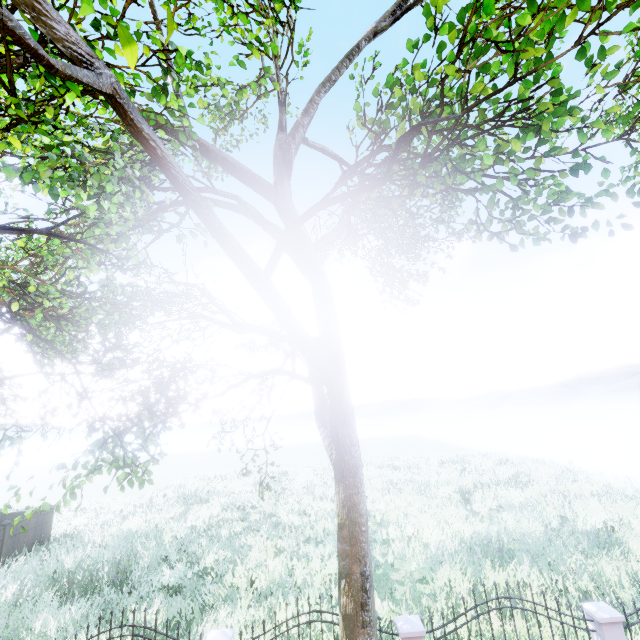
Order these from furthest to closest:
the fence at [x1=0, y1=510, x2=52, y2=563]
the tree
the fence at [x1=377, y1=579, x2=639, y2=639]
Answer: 1. the fence at [x1=0, y1=510, x2=52, y2=563]
2. the fence at [x1=377, y1=579, x2=639, y2=639]
3. the tree

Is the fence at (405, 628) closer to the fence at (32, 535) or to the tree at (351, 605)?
the fence at (32, 535)

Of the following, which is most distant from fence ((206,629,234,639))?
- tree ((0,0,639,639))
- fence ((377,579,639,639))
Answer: tree ((0,0,639,639))

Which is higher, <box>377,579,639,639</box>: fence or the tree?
the tree

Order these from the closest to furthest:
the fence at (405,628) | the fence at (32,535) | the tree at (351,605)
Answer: the tree at (351,605) → the fence at (405,628) → the fence at (32,535)

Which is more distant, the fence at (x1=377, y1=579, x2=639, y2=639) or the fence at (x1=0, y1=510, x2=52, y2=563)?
the fence at (x1=0, y1=510, x2=52, y2=563)

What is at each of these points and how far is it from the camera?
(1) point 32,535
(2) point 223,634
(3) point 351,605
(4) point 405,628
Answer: (1) fence, 16.25m
(2) fence, 5.52m
(3) tree, 4.52m
(4) fence, 5.37m
